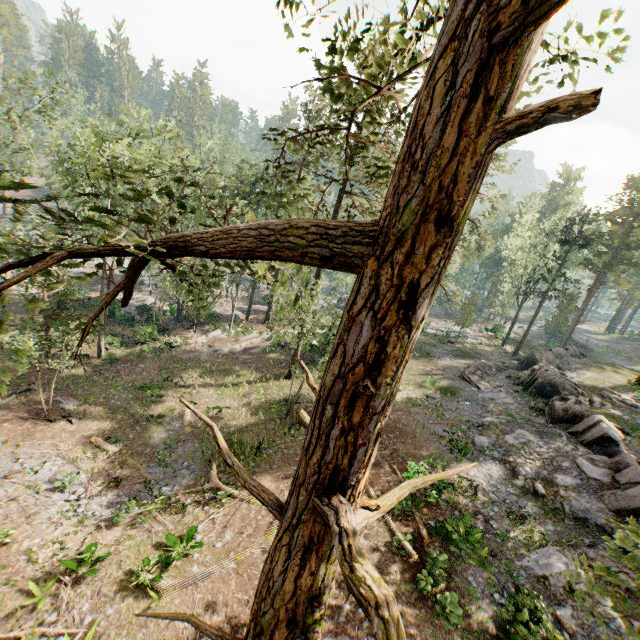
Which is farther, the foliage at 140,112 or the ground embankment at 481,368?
the ground embankment at 481,368

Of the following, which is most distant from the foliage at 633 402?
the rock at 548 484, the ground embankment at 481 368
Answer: the ground embankment at 481 368

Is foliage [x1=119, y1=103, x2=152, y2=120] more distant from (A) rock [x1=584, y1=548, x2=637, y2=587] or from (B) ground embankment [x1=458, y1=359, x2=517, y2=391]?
(B) ground embankment [x1=458, y1=359, x2=517, y2=391]

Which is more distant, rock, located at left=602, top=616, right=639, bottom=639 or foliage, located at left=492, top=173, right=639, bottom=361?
foliage, located at left=492, top=173, right=639, bottom=361

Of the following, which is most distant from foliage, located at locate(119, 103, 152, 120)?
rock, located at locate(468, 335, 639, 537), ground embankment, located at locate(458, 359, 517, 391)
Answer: ground embankment, located at locate(458, 359, 517, 391)

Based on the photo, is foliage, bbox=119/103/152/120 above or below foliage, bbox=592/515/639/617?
above

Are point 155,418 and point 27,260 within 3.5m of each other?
no

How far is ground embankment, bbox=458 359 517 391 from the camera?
27.6 meters
